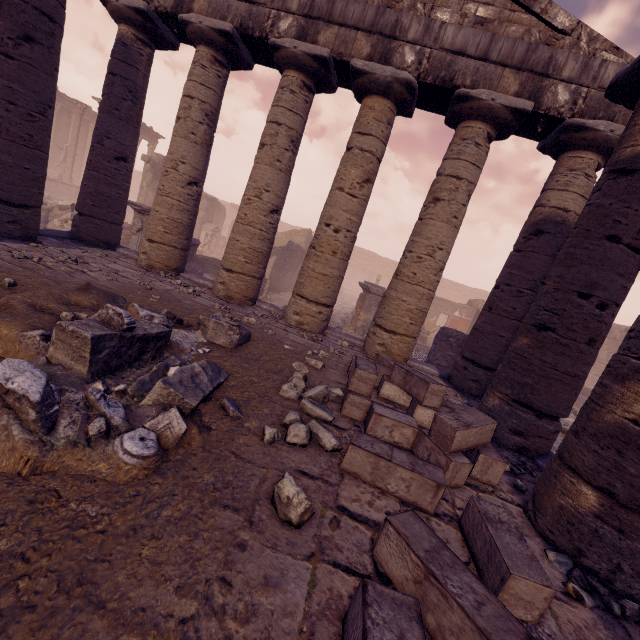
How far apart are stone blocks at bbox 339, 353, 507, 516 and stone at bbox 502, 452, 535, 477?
0.33m

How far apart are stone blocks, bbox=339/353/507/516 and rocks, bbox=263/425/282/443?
0.51m

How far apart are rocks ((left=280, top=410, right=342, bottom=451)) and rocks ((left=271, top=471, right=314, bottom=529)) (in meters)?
0.58

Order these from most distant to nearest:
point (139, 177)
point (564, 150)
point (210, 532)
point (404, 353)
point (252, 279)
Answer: A: point (139, 177) → point (252, 279) → point (404, 353) → point (564, 150) → point (210, 532)

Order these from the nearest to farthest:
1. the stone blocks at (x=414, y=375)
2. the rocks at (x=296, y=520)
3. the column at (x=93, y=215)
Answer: the rocks at (x=296, y=520)
the stone blocks at (x=414, y=375)
the column at (x=93, y=215)

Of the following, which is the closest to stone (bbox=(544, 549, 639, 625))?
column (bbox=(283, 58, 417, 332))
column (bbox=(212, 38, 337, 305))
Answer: column (bbox=(283, 58, 417, 332))

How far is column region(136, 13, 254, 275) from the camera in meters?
6.9 m

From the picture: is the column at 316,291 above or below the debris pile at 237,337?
above
